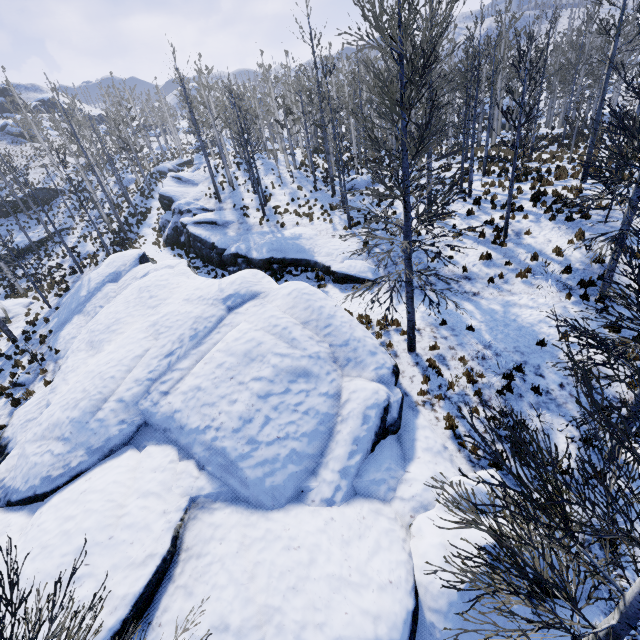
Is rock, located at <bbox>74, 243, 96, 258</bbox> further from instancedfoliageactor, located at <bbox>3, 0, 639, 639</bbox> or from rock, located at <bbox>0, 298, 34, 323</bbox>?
rock, located at <bbox>0, 298, 34, 323</bbox>

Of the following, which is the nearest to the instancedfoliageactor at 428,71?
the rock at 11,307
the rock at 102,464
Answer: the rock at 102,464

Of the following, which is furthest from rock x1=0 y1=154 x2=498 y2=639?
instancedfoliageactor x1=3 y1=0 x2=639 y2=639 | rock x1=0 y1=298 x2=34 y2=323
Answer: rock x1=0 y1=298 x2=34 y2=323

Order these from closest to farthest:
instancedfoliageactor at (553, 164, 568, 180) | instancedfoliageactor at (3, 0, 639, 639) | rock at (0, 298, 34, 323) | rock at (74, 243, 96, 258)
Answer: instancedfoliageactor at (3, 0, 639, 639) → instancedfoliageactor at (553, 164, 568, 180) → rock at (0, 298, 34, 323) → rock at (74, 243, 96, 258)

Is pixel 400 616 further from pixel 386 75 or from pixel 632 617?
pixel 386 75

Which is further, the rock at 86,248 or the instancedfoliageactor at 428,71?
the rock at 86,248
